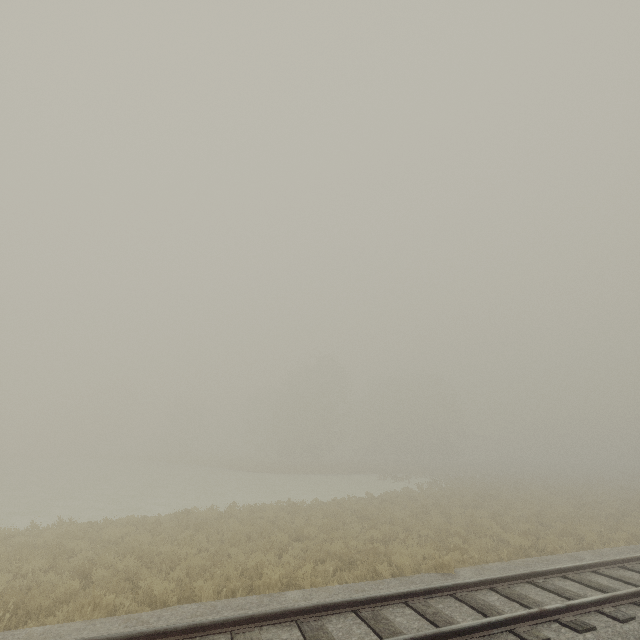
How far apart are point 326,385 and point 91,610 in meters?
47.6
